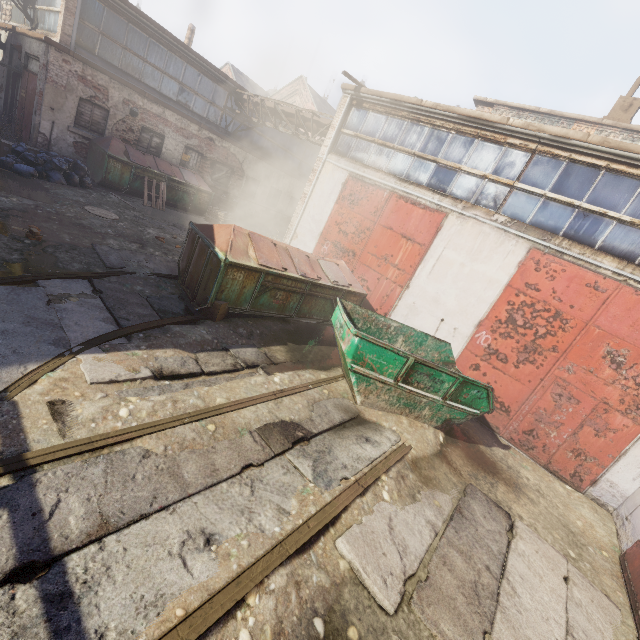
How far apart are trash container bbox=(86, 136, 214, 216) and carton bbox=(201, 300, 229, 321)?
9.1 meters

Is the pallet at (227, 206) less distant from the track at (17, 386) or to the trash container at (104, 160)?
the trash container at (104, 160)

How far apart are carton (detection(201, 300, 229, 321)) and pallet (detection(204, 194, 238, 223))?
9.8 meters

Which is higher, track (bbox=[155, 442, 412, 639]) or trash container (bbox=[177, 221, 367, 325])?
trash container (bbox=[177, 221, 367, 325])

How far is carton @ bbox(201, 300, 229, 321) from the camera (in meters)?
6.48

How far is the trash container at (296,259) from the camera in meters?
6.5

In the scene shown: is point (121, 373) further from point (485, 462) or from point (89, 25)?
point (89, 25)

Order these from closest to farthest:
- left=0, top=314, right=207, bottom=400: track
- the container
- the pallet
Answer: left=0, top=314, right=207, bottom=400: track
the container
the pallet
